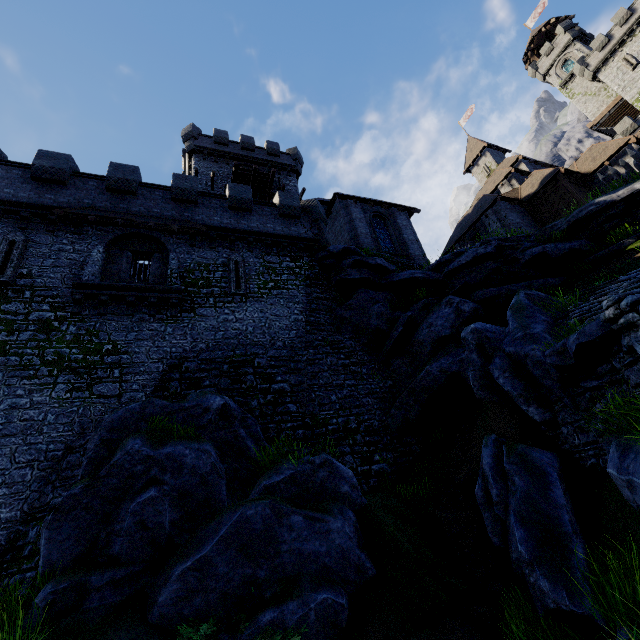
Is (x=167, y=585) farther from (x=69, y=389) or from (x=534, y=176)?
(x=534, y=176)

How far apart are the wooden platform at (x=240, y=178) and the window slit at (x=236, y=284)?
12.27m

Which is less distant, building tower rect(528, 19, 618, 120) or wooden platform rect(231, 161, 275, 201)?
wooden platform rect(231, 161, 275, 201)

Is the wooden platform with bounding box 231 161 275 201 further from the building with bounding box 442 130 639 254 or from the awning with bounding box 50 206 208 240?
the building with bounding box 442 130 639 254

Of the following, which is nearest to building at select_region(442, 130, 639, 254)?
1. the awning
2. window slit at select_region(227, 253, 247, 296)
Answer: window slit at select_region(227, 253, 247, 296)

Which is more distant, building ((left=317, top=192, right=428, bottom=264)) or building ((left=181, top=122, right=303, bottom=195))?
building ((left=181, top=122, right=303, bottom=195))

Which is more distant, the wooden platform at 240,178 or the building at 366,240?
the wooden platform at 240,178

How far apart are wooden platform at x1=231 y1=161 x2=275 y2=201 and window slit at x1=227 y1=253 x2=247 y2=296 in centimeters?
1227cm
